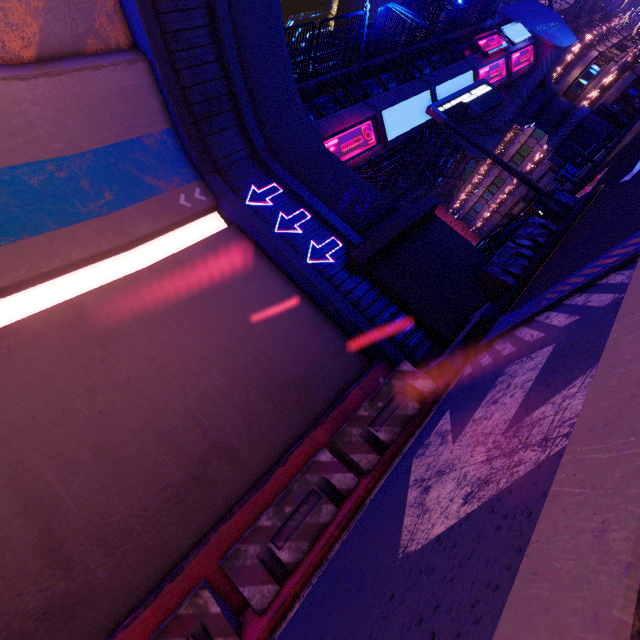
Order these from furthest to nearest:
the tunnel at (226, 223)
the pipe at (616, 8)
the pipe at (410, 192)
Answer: the pipe at (616, 8), the pipe at (410, 192), the tunnel at (226, 223)

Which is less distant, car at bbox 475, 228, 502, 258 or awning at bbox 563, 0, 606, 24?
car at bbox 475, 228, 502, 258

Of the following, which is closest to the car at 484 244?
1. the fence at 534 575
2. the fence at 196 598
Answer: the fence at 534 575

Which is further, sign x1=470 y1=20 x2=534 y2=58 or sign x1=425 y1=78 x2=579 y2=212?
sign x1=470 y1=20 x2=534 y2=58

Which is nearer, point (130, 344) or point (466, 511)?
point (466, 511)

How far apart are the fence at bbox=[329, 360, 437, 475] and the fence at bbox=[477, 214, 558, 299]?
3.9 meters

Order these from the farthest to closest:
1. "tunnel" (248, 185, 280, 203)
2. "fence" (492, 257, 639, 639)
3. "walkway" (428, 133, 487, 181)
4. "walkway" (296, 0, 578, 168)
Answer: "walkway" (428, 133, 487, 181) < "walkway" (296, 0, 578, 168) < "tunnel" (248, 185, 280, 203) < "fence" (492, 257, 639, 639)

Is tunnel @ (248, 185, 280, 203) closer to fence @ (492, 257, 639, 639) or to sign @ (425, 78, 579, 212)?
fence @ (492, 257, 639, 639)
